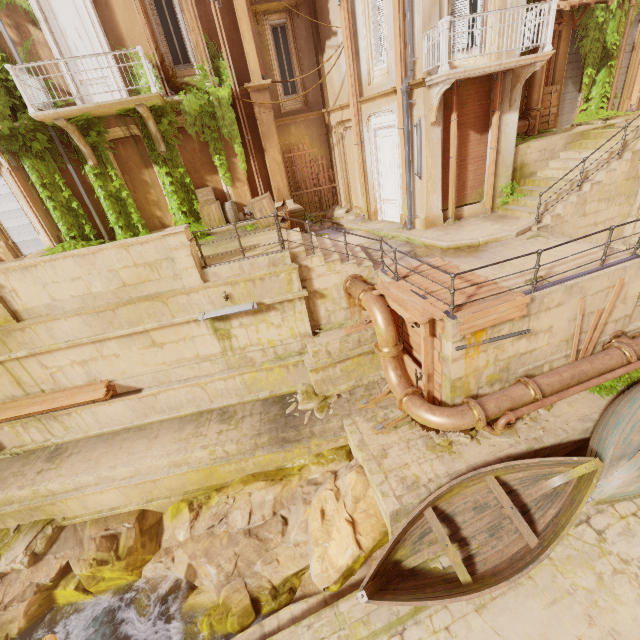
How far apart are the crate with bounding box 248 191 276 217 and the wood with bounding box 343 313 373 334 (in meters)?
4.70

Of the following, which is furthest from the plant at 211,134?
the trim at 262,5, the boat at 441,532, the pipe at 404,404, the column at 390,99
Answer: the boat at 441,532

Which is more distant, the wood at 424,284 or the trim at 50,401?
the trim at 50,401

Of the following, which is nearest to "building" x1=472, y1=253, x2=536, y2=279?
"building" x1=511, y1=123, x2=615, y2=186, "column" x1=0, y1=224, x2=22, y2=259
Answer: "building" x1=511, y1=123, x2=615, y2=186

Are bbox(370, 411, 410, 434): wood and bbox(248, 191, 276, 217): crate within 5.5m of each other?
no

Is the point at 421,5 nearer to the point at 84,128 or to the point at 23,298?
the point at 84,128

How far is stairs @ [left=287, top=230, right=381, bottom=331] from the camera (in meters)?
9.28

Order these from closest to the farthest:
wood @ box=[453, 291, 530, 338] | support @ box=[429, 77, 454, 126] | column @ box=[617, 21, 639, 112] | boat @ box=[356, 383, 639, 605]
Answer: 1. boat @ box=[356, 383, 639, 605]
2. wood @ box=[453, 291, 530, 338]
3. support @ box=[429, 77, 454, 126]
4. column @ box=[617, 21, 639, 112]
